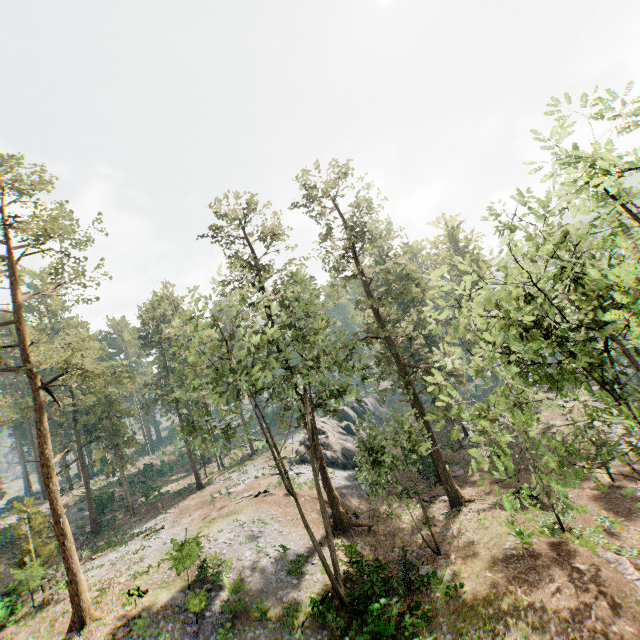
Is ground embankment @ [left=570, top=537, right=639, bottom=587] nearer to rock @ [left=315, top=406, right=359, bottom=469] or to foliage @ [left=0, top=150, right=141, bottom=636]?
foliage @ [left=0, top=150, right=141, bottom=636]

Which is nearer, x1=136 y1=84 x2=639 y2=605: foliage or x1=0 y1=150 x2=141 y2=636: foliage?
x1=136 y1=84 x2=639 y2=605: foliage

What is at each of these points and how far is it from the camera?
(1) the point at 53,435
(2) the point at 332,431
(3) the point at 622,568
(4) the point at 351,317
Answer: (1) foliage, 37.5m
(2) rock, 45.8m
(3) ground embankment, 16.0m
(4) foliage, 32.4m

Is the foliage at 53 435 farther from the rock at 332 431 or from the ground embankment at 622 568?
the rock at 332 431

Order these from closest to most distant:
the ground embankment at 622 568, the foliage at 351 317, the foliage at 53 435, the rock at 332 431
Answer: the foliage at 351 317 → the ground embankment at 622 568 → the foliage at 53 435 → the rock at 332 431

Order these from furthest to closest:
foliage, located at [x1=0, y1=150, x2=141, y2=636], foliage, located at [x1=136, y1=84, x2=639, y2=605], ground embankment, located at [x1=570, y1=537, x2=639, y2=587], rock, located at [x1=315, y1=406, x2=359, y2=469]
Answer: rock, located at [x1=315, y1=406, x2=359, y2=469]
foliage, located at [x1=0, y1=150, x2=141, y2=636]
ground embankment, located at [x1=570, y1=537, x2=639, y2=587]
foliage, located at [x1=136, y1=84, x2=639, y2=605]

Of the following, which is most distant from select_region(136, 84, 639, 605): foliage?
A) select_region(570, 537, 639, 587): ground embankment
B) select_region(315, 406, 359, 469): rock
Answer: select_region(315, 406, 359, 469): rock
